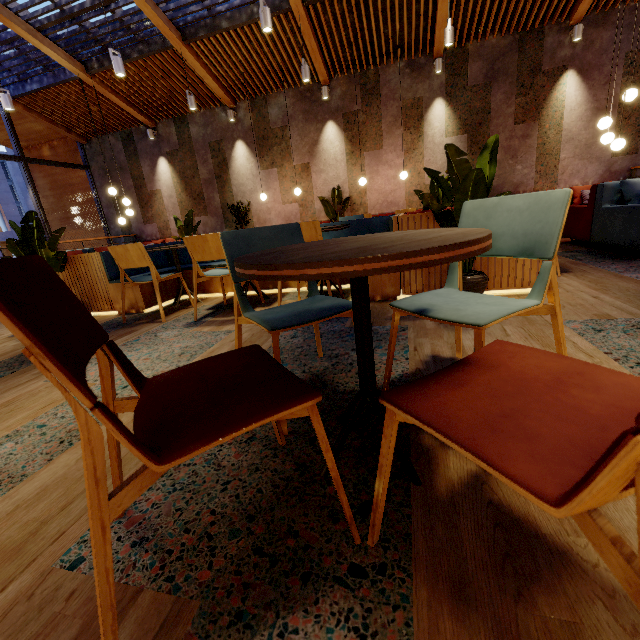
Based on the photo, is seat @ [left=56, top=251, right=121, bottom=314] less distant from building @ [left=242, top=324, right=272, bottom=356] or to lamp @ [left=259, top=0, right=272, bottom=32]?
building @ [left=242, top=324, right=272, bottom=356]

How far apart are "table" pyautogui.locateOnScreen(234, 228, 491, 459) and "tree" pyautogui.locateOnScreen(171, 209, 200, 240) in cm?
568

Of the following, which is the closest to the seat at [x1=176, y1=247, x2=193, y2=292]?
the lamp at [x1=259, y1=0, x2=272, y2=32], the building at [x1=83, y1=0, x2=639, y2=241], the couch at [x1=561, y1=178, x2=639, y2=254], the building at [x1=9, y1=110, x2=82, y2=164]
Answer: the building at [x1=83, y1=0, x2=639, y2=241]

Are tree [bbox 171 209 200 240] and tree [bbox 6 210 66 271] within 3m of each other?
yes

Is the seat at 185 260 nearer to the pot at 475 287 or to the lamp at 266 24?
the pot at 475 287

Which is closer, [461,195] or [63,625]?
[63,625]

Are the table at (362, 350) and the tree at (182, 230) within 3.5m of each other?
no

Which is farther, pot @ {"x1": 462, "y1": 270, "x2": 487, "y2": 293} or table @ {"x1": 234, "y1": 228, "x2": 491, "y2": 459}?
pot @ {"x1": 462, "y1": 270, "x2": 487, "y2": 293}
